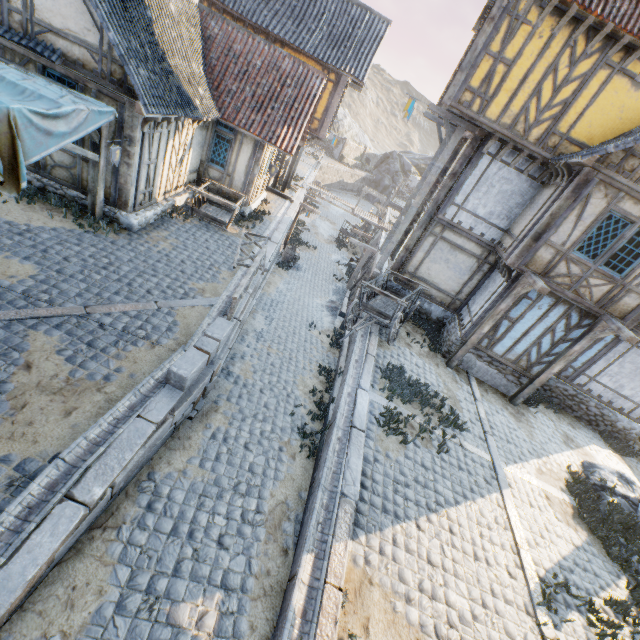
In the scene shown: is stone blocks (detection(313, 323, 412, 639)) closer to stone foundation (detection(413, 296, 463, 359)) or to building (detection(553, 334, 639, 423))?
stone foundation (detection(413, 296, 463, 359))

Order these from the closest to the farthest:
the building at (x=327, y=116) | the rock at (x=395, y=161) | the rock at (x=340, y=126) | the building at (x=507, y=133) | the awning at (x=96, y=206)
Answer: the awning at (x=96, y=206), the building at (x=507, y=133), the building at (x=327, y=116), the rock at (x=395, y=161), the rock at (x=340, y=126)

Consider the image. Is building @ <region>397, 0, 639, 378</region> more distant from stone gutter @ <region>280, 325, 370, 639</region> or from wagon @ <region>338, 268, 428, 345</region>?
stone gutter @ <region>280, 325, 370, 639</region>

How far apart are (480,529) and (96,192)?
12.7 meters

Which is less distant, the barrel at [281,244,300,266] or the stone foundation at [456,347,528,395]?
the stone foundation at [456,347,528,395]

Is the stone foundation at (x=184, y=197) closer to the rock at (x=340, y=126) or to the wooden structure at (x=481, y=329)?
the rock at (x=340, y=126)

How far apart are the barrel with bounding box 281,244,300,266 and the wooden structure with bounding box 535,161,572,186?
13.4m

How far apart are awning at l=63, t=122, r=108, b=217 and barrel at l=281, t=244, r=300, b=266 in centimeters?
1129cm
